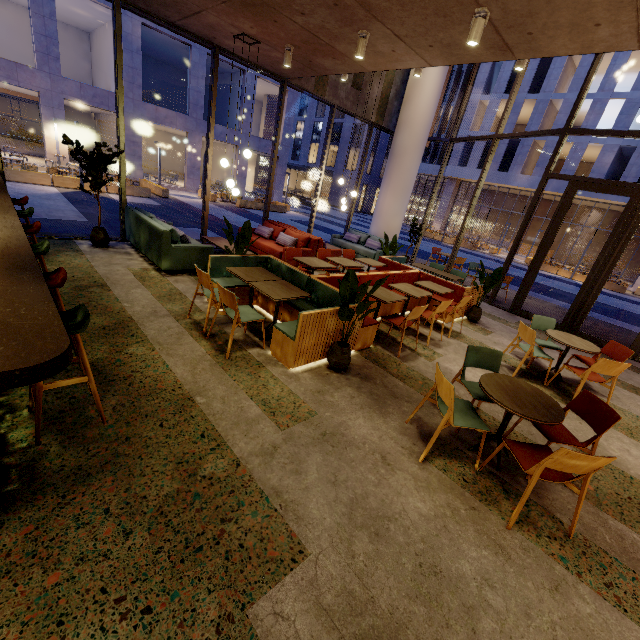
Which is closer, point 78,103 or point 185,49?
point 78,103

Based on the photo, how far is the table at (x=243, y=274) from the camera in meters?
4.3 m

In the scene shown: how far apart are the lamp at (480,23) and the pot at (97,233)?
7.3 meters

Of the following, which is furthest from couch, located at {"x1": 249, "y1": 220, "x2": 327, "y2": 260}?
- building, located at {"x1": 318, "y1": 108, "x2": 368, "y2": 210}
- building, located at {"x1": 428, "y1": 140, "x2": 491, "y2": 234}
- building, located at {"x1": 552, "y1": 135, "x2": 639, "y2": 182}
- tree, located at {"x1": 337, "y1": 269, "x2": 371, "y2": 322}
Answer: building, located at {"x1": 318, "y1": 108, "x2": 368, "y2": 210}

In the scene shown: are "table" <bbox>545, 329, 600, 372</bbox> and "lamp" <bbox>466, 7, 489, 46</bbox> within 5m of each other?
yes

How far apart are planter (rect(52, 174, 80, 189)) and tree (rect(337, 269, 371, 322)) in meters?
17.1 m

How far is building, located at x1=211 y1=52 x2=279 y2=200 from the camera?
24.1m

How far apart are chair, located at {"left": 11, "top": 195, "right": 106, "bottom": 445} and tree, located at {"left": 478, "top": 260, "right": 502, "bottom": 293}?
7.21m
